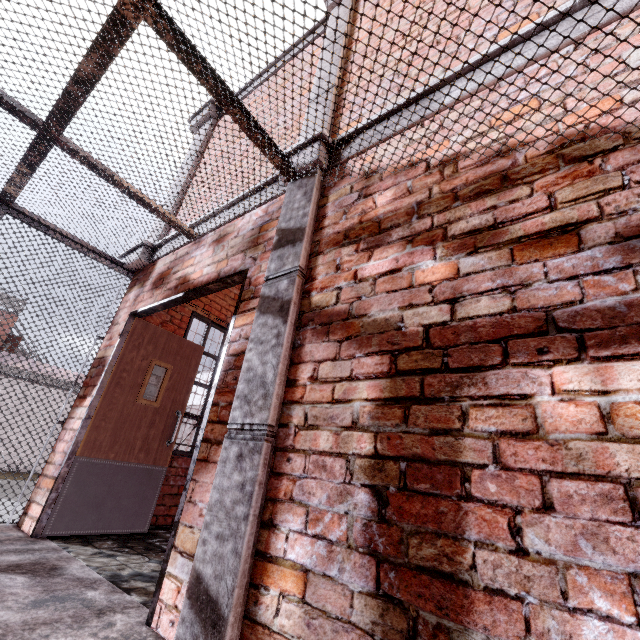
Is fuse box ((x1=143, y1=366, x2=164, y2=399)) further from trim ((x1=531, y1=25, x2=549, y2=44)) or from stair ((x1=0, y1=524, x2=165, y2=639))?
stair ((x1=0, y1=524, x2=165, y2=639))

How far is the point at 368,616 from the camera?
1.1m

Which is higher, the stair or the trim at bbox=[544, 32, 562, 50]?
the trim at bbox=[544, 32, 562, 50]

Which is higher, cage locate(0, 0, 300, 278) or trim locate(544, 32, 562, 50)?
trim locate(544, 32, 562, 50)

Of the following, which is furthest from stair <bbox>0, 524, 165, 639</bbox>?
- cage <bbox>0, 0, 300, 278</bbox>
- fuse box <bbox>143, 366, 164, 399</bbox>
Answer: fuse box <bbox>143, 366, 164, 399</bbox>

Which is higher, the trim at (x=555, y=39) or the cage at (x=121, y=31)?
the trim at (x=555, y=39)

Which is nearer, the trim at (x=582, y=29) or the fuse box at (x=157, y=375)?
the trim at (x=582, y=29)
